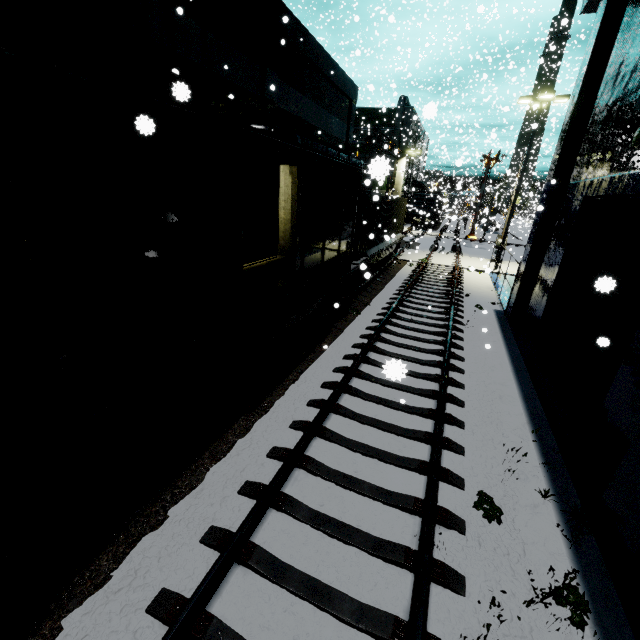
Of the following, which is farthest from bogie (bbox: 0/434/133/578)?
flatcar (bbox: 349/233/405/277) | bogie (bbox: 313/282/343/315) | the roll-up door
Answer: flatcar (bbox: 349/233/405/277)

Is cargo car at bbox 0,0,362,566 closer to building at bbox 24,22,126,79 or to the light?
building at bbox 24,22,126,79

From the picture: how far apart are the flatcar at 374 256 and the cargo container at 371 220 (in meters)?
0.00

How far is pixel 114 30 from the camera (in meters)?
7.54

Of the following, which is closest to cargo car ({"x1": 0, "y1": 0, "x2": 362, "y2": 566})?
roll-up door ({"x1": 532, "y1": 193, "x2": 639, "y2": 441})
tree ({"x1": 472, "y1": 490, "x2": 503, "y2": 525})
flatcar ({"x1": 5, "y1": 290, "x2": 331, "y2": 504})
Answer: flatcar ({"x1": 5, "y1": 290, "x2": 331, "y2": 504})

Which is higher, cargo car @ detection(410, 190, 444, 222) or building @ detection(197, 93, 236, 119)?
building @ detection(197, 93, 236, 119)

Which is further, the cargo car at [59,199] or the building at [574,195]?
the building at [574,195]

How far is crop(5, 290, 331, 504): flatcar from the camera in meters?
3.2
